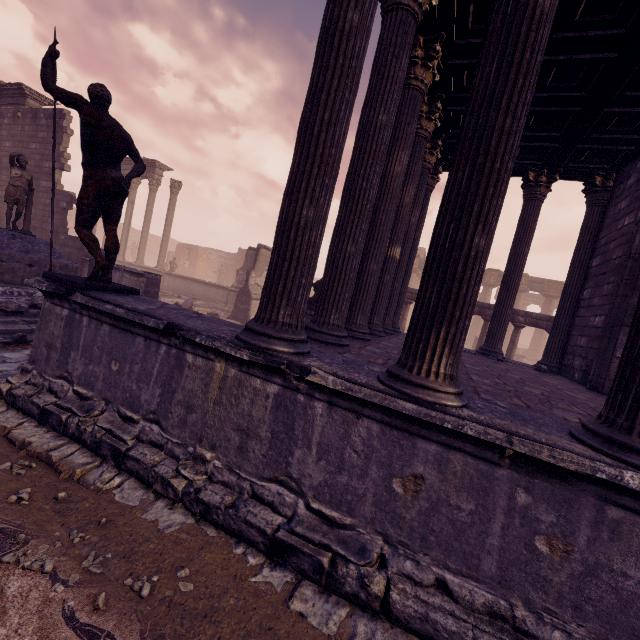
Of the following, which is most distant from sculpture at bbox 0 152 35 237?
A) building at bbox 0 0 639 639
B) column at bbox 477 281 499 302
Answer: column at bbox 477 281 499 302

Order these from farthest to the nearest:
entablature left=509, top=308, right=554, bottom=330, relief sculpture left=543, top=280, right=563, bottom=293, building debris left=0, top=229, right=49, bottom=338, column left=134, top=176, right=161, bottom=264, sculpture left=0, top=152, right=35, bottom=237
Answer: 1. relief sculpture left=543, top=280, right=563, bottom=293
2. column left=134, top=176, right=161, bottom=264
3. entablature left=509, top=308, right=554, bottom=330
4. sculpture left=0, top=152, right=35, bottom=237
5. building debris left=0, top=229, right=49, bottom=338

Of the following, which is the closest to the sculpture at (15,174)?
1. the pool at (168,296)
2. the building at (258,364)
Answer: the pool at (168,296)

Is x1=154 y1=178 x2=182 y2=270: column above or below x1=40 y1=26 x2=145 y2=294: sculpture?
above

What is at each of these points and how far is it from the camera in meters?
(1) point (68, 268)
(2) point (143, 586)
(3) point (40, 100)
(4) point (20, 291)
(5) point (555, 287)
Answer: (1) building debris, 9.9
(2) stone, 2.1
(3) entablature, 14.2
(4) building debris, 7.4
(5) relief sculpture, 25.4

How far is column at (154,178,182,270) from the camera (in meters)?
19.50

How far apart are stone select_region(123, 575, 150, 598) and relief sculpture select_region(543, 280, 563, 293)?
30.68m

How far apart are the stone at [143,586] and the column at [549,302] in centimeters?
3033cm
